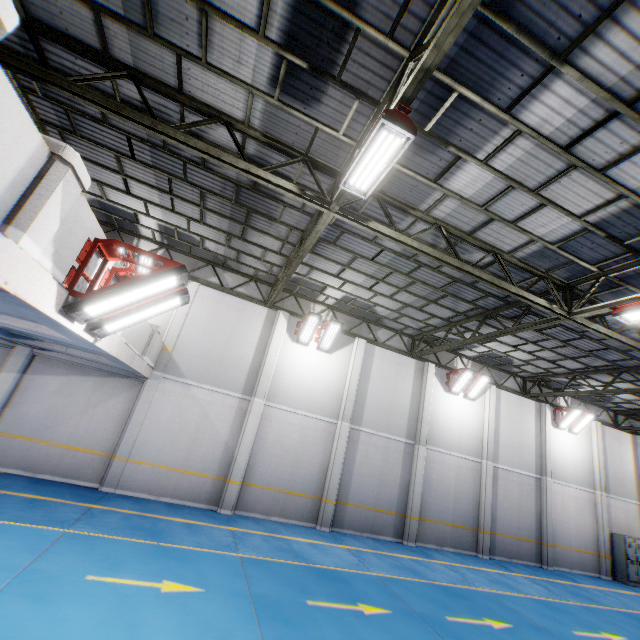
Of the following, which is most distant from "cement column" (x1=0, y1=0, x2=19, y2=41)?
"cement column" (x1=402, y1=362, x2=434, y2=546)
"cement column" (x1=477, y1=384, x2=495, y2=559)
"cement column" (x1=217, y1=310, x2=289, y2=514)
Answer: "cement column" (x1=477, y1=384, x2=495, y2=559)

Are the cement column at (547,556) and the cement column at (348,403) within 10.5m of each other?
no

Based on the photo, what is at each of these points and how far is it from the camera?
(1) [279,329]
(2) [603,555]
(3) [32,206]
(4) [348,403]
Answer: (1) cement column, 13.87m
(2) cement column, 16.81m
(3) cement column, 3.11m
(4) cement column, 14.09m

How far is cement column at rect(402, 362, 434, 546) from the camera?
13.6 meters

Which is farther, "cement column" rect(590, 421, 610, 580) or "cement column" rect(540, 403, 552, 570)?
"cement column" rect(590, 421, 610, 580)

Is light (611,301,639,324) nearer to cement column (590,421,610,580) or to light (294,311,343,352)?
light (294,311,343,352)

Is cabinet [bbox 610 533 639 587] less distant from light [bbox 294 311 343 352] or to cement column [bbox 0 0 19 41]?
light [bbox 294 311 343 352]

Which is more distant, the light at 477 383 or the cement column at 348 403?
the light at 477 383
